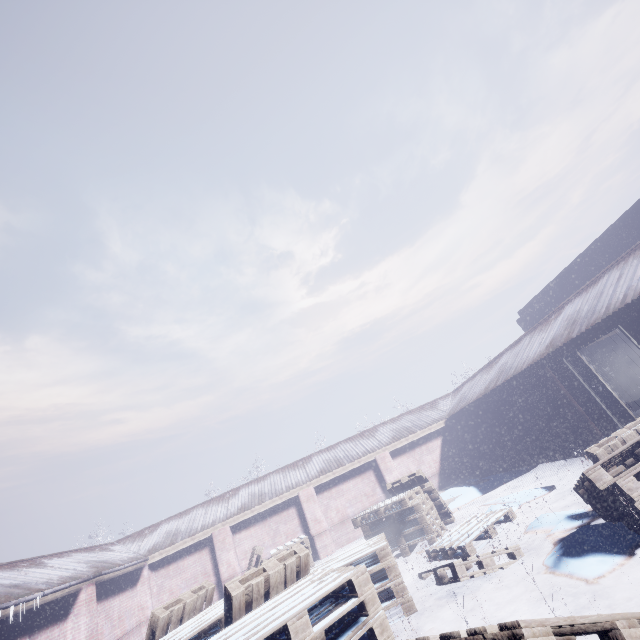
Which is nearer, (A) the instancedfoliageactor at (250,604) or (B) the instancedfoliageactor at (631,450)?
(A) the instancedfoliageactor at (250,604)

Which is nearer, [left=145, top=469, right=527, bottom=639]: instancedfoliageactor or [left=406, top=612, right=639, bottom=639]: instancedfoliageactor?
[left=406, top=612, right=639, bottom=639]: instancedfoliageactor

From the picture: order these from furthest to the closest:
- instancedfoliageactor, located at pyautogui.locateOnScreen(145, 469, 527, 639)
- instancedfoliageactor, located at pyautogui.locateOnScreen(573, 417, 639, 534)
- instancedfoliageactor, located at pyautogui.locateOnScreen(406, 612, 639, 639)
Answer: instancedfoliageactor, located at pyautogui.locateOnScreen(573, 417, 639, 534) < instancedfoliageactor, located at pyautogui.locateOnScreen(145, 469, 527, 639) < instancedfoliageactor, located at pyautogui.locateOnScreen(406, 612, 639, 639)

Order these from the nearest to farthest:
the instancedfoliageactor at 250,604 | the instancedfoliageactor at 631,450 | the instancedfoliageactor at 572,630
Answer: the instancedfoliageactor at 572,630 → the instancedfoliageactor at 250,604 → the instancedfoliageactor at 631,450

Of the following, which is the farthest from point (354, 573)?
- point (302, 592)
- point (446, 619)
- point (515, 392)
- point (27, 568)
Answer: point (27, 568)
